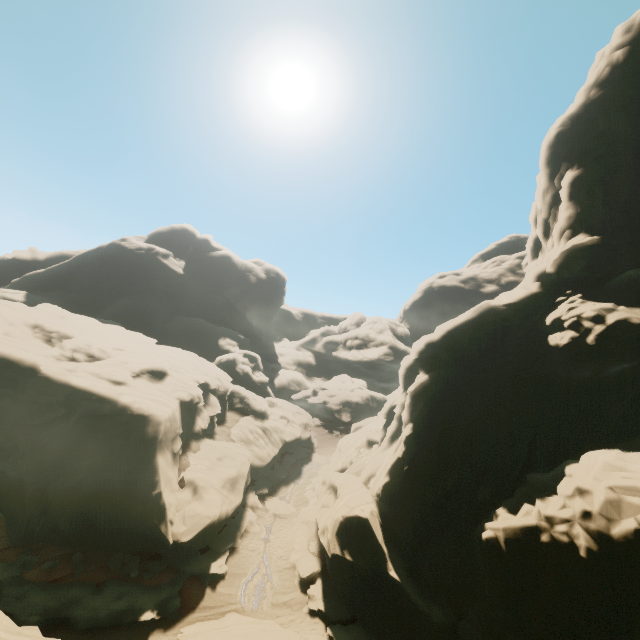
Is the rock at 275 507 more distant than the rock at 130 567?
Yes

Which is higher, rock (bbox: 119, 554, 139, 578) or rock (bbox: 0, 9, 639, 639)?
rock (bbox: 0, 9, 639, 639)

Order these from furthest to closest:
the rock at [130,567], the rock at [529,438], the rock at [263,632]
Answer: the rock at [130,567], the rock at [263,632], the rock at [529,438]

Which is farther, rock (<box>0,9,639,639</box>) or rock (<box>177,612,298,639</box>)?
rock (<box>177,612,298,639</box>)

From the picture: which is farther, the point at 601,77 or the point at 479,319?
the point at 601,77

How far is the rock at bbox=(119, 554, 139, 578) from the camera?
17.69m

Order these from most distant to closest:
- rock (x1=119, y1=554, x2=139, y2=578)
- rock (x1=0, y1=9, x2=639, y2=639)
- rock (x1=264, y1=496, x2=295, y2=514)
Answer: rock (x1=264, y1=496, x2=295, y2=514) → rock (x1=119, y1=554, x2=139, y2=578) → rock (x1=0, y1=9, x2=639, y2=639)
